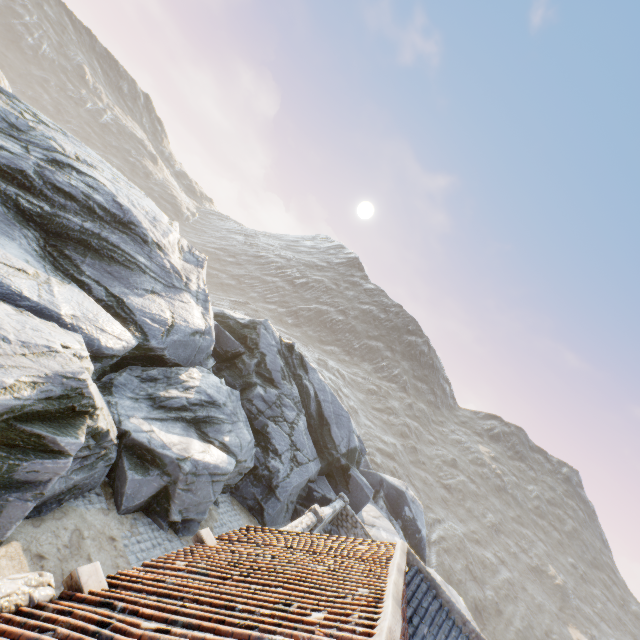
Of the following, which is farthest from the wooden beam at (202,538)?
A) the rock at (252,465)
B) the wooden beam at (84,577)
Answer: the rock at (252,465)

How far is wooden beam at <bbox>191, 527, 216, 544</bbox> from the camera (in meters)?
7.05

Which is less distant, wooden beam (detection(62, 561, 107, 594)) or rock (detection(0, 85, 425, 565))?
wooden beam (detection(62, 561, 107, 594))

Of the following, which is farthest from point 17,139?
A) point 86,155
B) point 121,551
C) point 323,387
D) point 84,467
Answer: point 323,387

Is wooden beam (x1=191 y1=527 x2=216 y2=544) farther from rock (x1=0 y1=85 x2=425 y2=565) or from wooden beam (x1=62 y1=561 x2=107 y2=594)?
rock (x1=0 y1=85 x2=425 y2=565)

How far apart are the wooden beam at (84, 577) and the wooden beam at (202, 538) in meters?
2.6 m

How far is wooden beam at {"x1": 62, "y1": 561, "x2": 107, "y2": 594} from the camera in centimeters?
445cm

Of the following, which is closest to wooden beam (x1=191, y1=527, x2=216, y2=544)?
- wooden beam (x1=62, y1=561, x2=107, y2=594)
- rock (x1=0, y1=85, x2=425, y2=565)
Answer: wooden beam (x1=62, y1=561, x2=107, y2=594)
